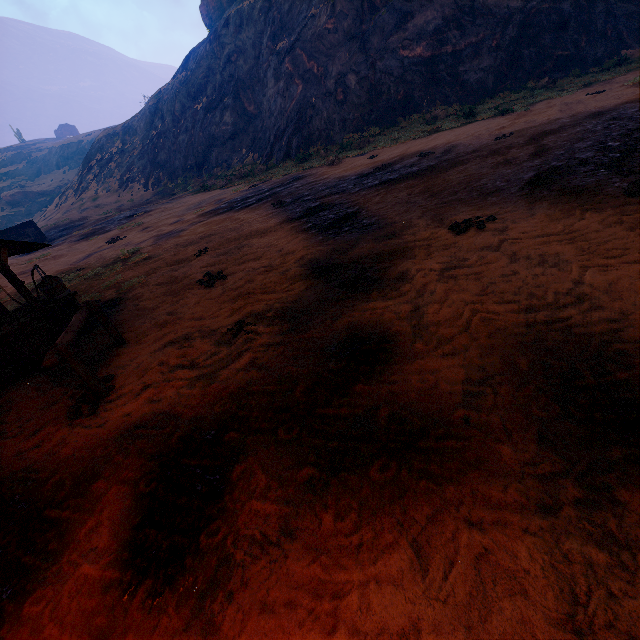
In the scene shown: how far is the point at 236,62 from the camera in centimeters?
3209cm

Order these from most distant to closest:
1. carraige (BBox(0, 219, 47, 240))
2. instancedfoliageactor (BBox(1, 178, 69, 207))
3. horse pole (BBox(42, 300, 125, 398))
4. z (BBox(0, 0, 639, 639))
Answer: instancedfoliageactor (BBox(1, 178, 69, 207)) → carraige (BBox(0, 219, 47, 240)) → horse pole (BBox(42, 300, 125, 398)) → z (BBox(0, 0, 639, 639))

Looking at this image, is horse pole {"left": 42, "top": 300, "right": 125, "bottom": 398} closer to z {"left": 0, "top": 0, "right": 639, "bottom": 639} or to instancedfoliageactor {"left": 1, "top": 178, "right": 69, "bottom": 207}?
z {"left": 0, "top": 0, "right": 639, "bottom": 639}

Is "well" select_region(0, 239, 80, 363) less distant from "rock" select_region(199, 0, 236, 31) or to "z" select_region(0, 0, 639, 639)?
"z" select_region(0, 0, 639, 639)

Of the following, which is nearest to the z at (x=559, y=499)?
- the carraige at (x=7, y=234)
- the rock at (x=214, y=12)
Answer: the rock at (x=214, y=12)

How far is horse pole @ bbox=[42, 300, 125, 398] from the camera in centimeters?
400cm

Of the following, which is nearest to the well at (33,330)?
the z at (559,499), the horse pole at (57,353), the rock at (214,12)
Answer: the z at (559,499)

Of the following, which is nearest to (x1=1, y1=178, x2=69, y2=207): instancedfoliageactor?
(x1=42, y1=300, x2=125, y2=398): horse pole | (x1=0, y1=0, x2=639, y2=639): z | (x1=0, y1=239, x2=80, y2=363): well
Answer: (x1=0, y1=0, x2=639, y2=639): z
